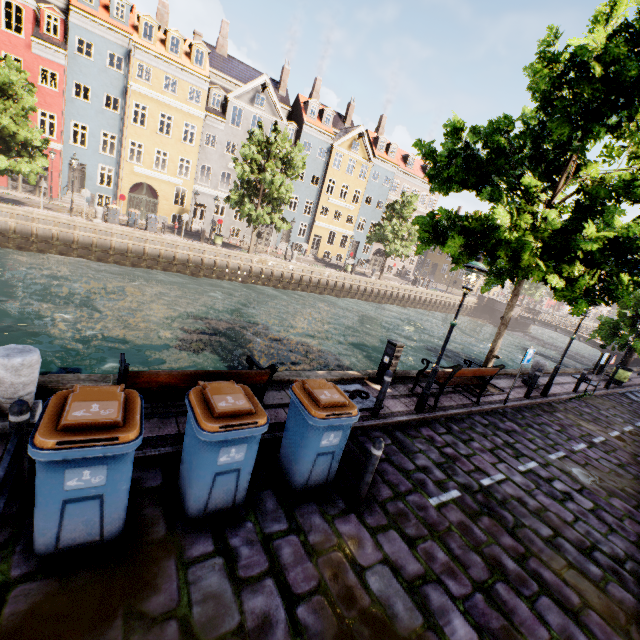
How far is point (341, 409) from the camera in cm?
441

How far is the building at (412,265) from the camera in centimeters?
4806cm

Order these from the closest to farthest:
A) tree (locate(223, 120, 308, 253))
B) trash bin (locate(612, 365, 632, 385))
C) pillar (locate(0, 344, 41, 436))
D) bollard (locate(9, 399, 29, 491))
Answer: bollard (locate(9, 399, 29, 491)) < pillar (locate(0, 344, 41, 436)) < trash bin (locate(612, 365, 632, 385)) < tree (locate(223, 120, 308, 253))

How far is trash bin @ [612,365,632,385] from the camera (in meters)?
16.69

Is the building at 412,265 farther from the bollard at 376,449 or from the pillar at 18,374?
the bollard at 376,449

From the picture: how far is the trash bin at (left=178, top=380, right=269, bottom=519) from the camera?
3.5 meters

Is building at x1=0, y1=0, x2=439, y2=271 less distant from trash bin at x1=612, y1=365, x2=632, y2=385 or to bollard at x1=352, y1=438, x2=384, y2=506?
trash bin at x1=612, y1=365, x2=632, y2=385

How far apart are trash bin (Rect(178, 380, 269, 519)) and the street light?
4.84m
